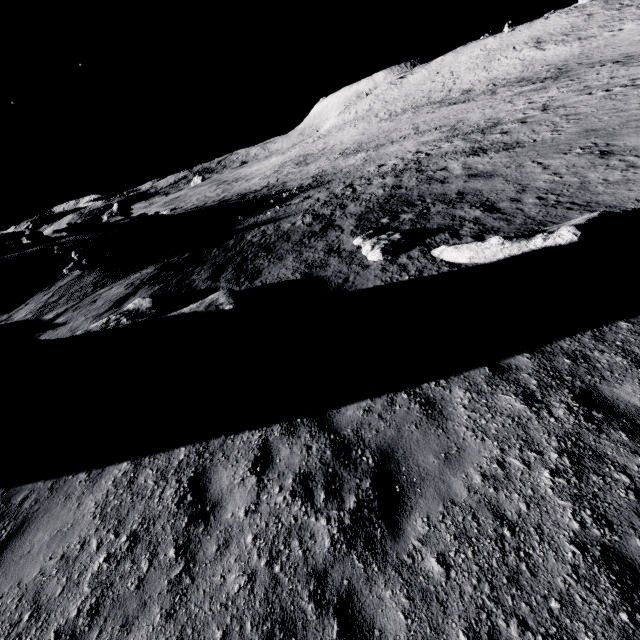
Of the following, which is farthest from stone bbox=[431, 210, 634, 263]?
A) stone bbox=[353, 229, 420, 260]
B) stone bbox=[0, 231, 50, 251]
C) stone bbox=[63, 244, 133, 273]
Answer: stone bbox=[0, 231, 50, 251]

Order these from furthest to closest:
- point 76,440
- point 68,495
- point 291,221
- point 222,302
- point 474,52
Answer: point 474,52, point 291,221, point 222,302, point 76,440, point 68,495

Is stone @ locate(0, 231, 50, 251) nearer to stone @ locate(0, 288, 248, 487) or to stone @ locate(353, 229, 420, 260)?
stone @ locate(0, 288, 248, 487)

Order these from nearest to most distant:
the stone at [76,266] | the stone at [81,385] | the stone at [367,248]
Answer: the stone at [81,385], the stone at [367,248], the stone at [76,266]

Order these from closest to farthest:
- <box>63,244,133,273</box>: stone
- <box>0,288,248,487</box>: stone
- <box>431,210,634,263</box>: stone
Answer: <box>0,288,248,487</box>: stone → <box>431,210,634,263</box>: stone → <box>63,244,133,273</box>: stone

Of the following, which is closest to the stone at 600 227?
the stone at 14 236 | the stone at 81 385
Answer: the stone at 81 385

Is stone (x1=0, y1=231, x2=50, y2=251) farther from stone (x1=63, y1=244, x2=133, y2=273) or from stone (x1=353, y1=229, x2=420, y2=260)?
stone (x1=353, y1=229, x2=420, y2=260)

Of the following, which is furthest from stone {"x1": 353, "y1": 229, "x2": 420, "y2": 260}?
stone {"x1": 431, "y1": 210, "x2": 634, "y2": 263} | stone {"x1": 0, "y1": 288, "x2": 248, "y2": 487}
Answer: stone {"x1": 0, "y1": 288, "x2": 248, "y2": 487}
